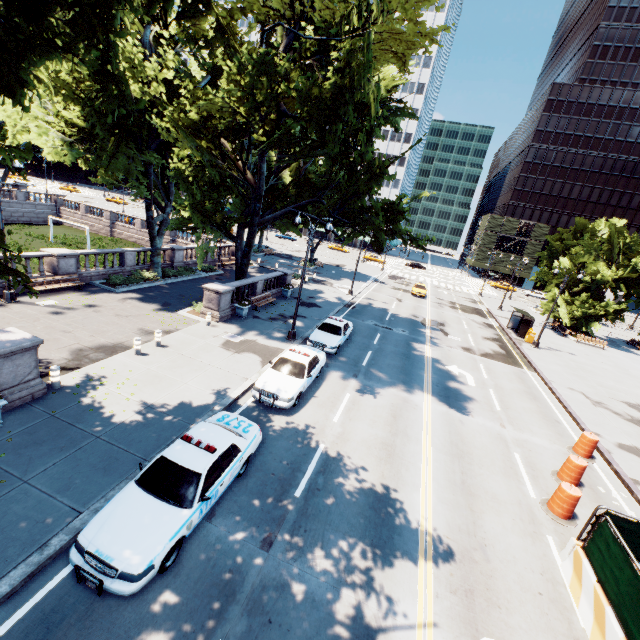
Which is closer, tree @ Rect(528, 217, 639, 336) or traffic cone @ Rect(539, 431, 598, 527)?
traffic cone @ Rect(539, 431, 598, 527)

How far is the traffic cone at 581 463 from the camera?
10.49m

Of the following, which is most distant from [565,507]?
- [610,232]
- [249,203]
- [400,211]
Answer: [249,203]

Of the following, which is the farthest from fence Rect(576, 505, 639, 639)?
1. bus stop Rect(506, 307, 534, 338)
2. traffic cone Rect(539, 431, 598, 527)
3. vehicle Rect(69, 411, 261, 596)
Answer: bus stop Rect(506, 307, 534, 338)

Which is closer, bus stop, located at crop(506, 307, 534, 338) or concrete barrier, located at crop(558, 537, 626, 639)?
concrete barrier, located at crop(558, 537, 626, 639)

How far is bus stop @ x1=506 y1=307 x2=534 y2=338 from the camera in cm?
3141

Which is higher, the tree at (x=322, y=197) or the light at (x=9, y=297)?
the tree at (x=322, y=197)

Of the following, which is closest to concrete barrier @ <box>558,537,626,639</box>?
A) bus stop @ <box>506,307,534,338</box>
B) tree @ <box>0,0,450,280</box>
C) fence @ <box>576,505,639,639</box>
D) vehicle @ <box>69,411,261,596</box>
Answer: fence @ <box>576,505,639,639</box>
